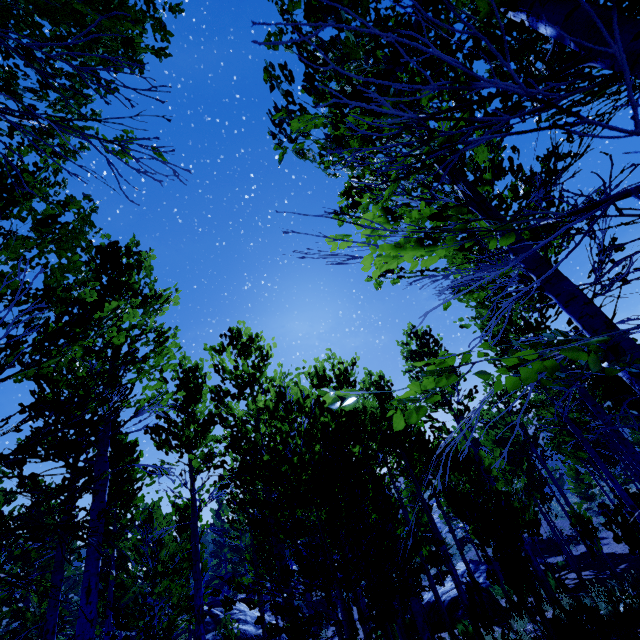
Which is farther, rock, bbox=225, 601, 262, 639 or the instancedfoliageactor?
rock, bbox=225, 601, 262, 639

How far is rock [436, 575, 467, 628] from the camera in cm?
1339

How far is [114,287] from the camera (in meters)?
7.54

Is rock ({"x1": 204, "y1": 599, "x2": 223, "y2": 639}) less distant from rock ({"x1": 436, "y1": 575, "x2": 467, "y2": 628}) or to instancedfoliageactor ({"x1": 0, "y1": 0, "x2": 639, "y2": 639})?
instancedfoliageactor ({"x1": 0, "y1": 0, "x2": 639, "y2": 639})

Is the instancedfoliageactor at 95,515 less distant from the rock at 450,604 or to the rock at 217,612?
the rock at 450,604

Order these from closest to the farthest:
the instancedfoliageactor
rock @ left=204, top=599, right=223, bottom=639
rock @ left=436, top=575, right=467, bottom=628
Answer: the instancedfoliageactor
rock @ left=436, top=575, right=467, bottom=628
rock @ left=204, top=599, right=223, bottom=639
